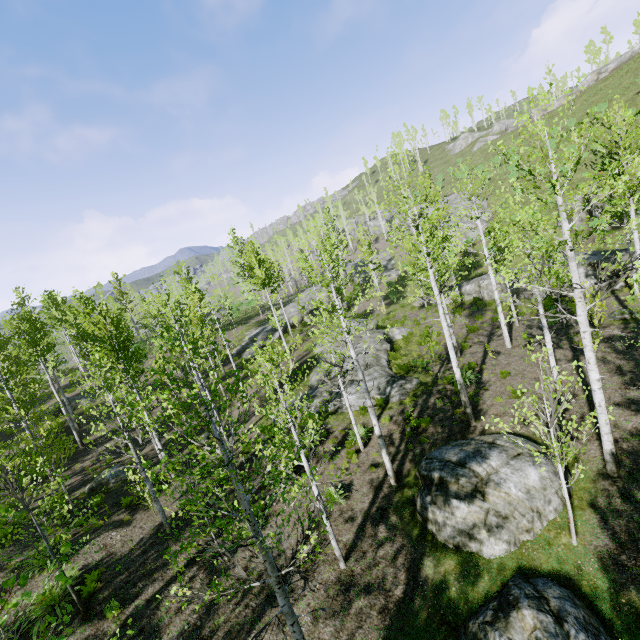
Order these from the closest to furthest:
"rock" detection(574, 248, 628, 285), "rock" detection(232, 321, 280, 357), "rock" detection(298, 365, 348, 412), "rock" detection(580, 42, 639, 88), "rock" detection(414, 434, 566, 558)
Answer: "rock" detection(414, 434, 566, 558)
"rock" detection(298, 365, 348, 412)
"rock" detection(574, 248, 628, 285)
"rock" detection(232, 321, 280, 357)
"rock" detection(580, 42, 639, 88)

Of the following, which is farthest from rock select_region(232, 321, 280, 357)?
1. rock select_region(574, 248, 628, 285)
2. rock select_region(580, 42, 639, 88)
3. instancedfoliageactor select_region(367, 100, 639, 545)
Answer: rock select_region(580, 42, 639, 88)

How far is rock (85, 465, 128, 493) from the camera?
16.50m

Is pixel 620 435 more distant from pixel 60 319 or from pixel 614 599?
pixel 60 319

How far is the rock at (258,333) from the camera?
32.2m

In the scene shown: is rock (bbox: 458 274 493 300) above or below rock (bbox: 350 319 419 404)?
above

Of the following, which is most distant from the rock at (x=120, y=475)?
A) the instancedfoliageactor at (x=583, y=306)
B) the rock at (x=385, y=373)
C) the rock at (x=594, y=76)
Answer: the rock at (x=594, y=76)

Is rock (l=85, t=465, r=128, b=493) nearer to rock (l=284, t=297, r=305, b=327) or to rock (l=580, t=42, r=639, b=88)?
rock (l=284, t=297, r=305, b=327)
